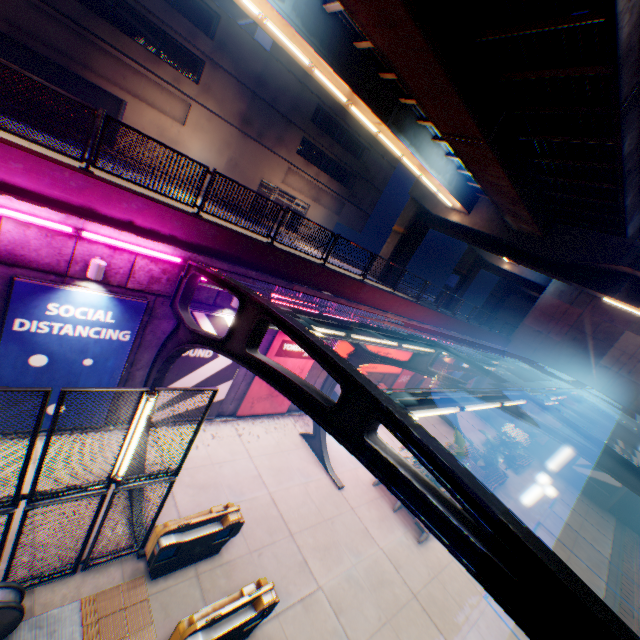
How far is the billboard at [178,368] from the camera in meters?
10.2

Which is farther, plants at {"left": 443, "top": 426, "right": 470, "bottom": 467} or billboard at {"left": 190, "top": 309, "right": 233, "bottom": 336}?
plants at {"left": 443, "top": 426, "right": 470, "bottom": 467}

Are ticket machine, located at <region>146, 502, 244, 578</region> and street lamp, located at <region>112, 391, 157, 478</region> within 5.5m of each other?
yes

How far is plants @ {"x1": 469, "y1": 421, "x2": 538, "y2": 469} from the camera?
17.5 meters

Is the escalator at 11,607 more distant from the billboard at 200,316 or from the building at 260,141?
the building at 260,141

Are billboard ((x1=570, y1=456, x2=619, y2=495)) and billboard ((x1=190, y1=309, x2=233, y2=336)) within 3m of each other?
no

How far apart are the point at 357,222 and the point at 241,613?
37.9 meters

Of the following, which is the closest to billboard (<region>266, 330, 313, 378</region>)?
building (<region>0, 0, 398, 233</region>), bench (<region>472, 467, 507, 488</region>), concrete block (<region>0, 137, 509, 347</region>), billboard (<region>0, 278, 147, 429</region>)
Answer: concrete block (<region>0, 137, 509, 347</region>)
